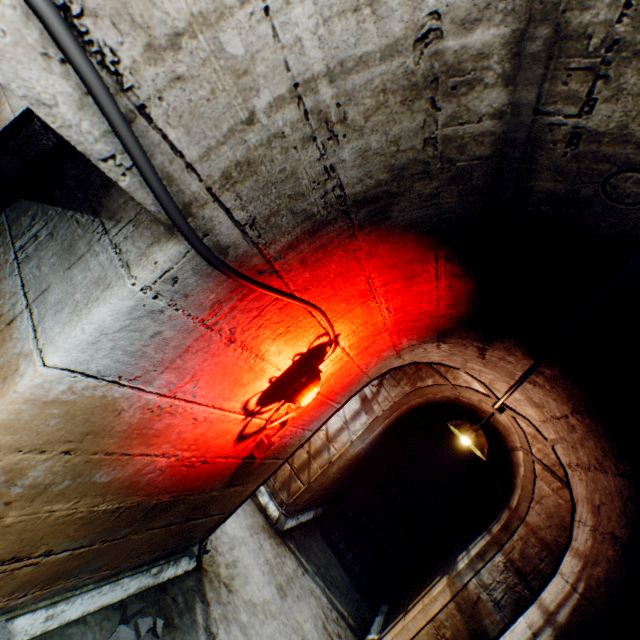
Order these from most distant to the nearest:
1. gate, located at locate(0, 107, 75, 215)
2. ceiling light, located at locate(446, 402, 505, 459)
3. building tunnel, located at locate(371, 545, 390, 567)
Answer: building tunnel, located at locate(371, 545, 390, 567), ceiling light, located at locate(446, 402, 505, 459), gate, located at locate(0, 107, 75, 215)

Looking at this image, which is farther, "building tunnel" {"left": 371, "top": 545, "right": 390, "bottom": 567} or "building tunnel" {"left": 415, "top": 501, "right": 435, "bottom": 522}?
"building tunnel" {"left": 415, "top": 501, "right": 435, "bottom": 522}

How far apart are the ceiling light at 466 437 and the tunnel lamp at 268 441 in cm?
189

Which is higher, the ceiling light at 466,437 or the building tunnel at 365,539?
the ceiling light at 466,437

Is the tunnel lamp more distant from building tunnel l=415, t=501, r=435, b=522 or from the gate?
the gate

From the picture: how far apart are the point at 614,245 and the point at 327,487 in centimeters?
493cm

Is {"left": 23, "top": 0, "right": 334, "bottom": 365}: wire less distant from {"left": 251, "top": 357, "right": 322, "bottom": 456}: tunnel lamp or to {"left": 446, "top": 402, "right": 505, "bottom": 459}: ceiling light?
{"left": 251, "top": 357, "right": 322, "bottom": 456}: tunnel lamp

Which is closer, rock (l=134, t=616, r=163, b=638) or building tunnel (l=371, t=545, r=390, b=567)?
rock (l=134, t=616, r=163, b=638)
